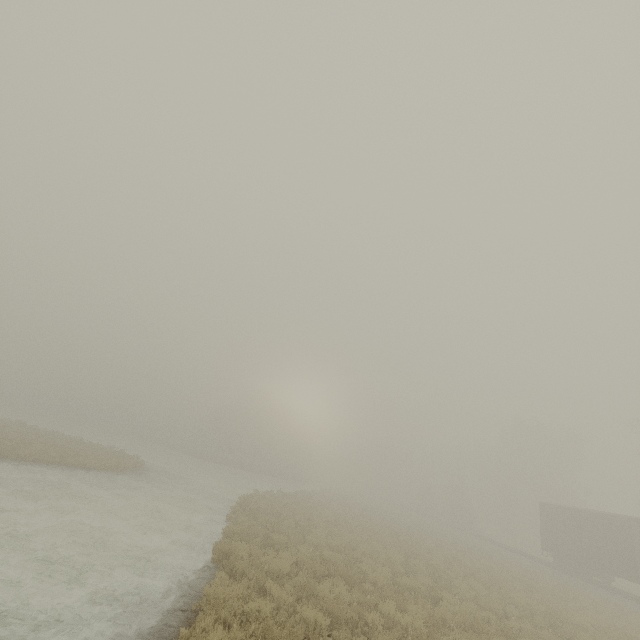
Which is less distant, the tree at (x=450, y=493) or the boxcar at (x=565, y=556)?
the boxcar at (x=565, y=556)

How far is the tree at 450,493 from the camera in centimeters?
4600cm

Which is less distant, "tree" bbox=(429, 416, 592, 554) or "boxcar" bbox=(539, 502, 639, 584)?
"boxcar" bbox=(539, 502, 639, 584)

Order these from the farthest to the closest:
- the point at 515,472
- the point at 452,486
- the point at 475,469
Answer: the point at 452,486, the point at 475,469, the point at 515,472

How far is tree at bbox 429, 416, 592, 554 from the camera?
46.00m
